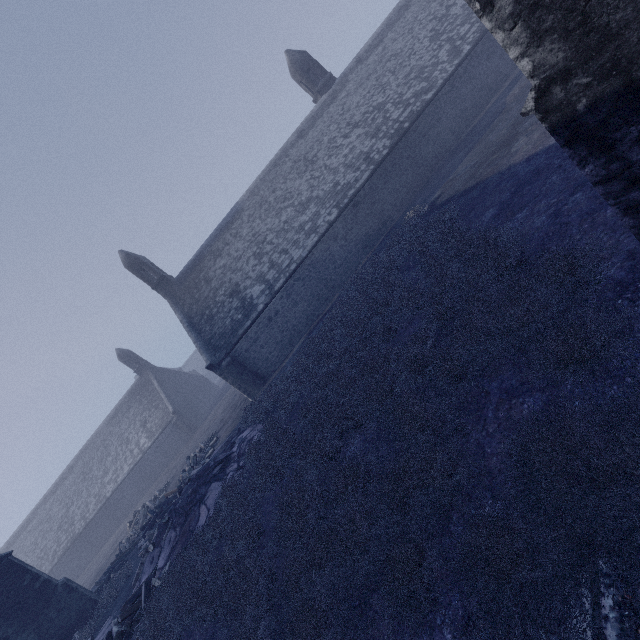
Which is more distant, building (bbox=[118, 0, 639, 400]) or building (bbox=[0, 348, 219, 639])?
building (bbox=[0, 348, 219, 639])

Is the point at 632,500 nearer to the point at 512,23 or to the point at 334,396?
the point at 512,23

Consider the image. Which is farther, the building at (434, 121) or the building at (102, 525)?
the building at (102, 525)
